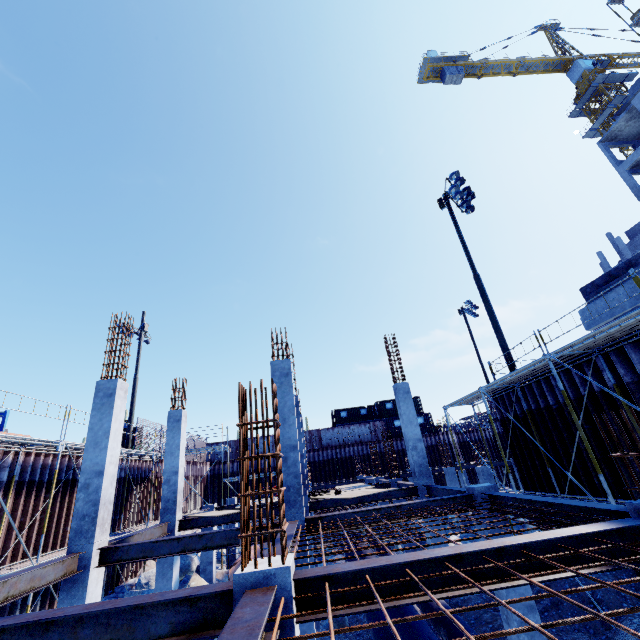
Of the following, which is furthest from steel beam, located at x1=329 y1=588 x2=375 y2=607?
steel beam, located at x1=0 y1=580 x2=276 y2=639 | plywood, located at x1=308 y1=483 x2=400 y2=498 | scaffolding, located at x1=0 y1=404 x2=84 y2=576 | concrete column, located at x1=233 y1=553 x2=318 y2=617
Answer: scaffolding, located at x1=0 y1=404 x2=84 y2=576

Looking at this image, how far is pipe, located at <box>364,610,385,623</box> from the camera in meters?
8.4 m

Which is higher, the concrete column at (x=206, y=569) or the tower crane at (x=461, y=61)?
the tower crane at (x=461, y=61)

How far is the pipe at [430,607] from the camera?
8.64m

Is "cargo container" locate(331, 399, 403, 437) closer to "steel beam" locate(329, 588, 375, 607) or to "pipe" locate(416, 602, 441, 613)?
"pipe" locate(416, 602, 441, 613)

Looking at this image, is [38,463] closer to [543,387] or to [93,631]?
[93,631]

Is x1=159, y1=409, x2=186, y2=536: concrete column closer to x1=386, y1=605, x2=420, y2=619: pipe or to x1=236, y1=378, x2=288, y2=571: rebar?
x1=386, y1=605, x2=420, y2=619: pipe

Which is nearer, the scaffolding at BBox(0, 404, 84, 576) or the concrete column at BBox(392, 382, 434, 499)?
the scaffolding at BBox(0, 404, 84, 576)
